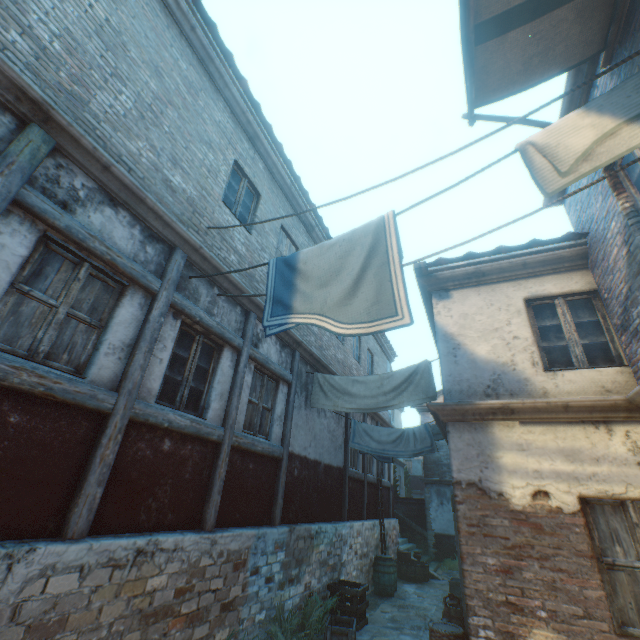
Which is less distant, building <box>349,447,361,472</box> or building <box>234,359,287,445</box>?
building <box>234,359,287,445</box>

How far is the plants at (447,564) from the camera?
14.91m

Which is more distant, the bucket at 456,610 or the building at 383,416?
the building at 383,416

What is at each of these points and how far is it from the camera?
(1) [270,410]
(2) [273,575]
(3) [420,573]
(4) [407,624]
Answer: (1) building, 7.0m
(2) building, 5.9m
(3) cask, 12.4m
(4) ground pavers, 7.7m

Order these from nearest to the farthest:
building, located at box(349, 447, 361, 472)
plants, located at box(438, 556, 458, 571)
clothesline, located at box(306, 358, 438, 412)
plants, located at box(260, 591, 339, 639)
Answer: plants, located at box(260, 591, 339, 639) < clothesline, located at box(306, 358, 438, 412) < building, located at box(349, 447, 361, 472) < plants, located at box(438, 556, 458, 571)

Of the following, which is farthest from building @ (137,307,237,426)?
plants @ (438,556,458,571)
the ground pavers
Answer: plants @ (438,556,458,571)

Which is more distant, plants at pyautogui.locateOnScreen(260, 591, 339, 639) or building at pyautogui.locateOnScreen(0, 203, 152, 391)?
plants at pyautogui.locateOnScreen(260, 591, 339, 639)

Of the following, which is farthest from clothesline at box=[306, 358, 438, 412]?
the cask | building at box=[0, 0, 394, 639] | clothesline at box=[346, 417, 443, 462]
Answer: the cask
